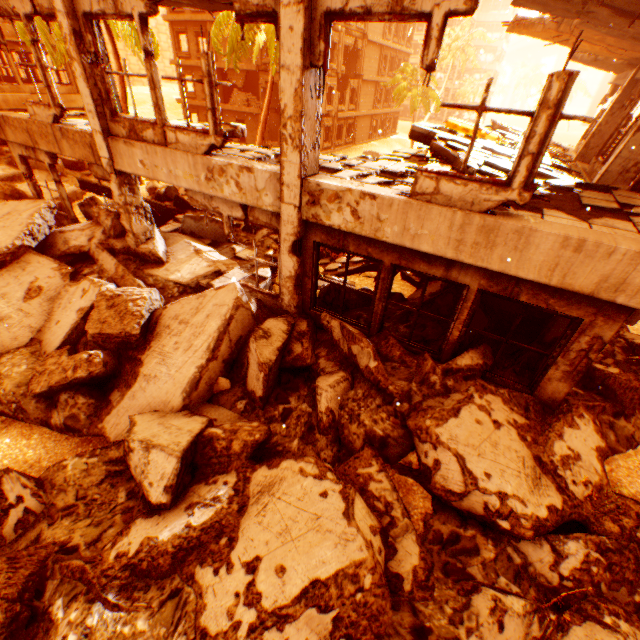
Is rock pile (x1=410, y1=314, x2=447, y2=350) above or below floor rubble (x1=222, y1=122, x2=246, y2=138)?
below

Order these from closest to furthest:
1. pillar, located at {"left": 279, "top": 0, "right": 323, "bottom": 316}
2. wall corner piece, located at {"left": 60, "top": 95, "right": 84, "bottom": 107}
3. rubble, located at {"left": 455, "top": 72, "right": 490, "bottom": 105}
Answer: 1. pillar, located at {"left": 279, "top": 0, "right": 323, "bottom": 316}
2. wall corner piece, located at {"left": 60, "top": 95, "right": 84, "bottom": 107}
3. rubble, located at {"left": 455, "top": 72, "right": 490, "bottom": 105}

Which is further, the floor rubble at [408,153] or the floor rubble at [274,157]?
the floor rubble at [274,157]

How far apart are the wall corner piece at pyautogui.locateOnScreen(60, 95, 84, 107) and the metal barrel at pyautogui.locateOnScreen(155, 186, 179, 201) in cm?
1341

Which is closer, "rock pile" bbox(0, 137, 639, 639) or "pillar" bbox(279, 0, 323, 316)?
"rock pile" bbox(0, 137, 639, 639)

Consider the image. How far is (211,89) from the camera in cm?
535

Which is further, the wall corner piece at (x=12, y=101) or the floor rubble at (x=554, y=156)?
the wall corner piece at (x=12, y=101)

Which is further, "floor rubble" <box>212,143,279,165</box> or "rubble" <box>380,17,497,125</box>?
"rubble" <box>380,17,497,125</box>
